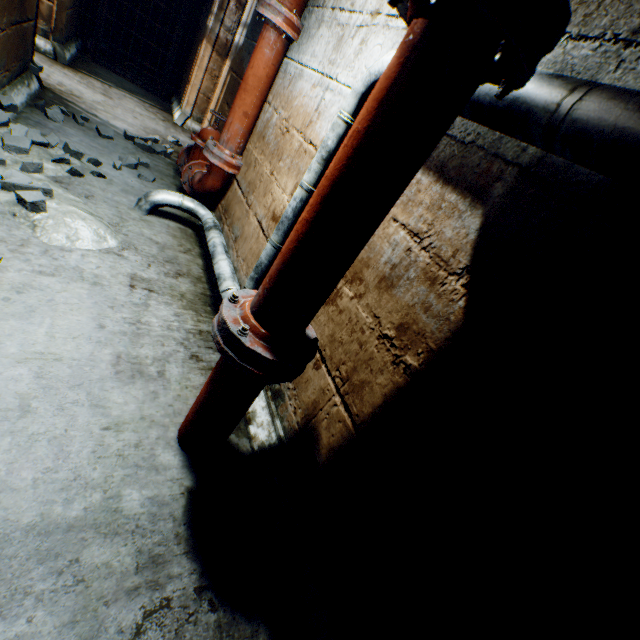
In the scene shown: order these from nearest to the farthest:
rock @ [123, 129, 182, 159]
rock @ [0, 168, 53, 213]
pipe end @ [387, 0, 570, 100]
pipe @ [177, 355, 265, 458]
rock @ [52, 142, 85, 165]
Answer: pipe end @ [387, 0, 570, 100]
pipe @ [177, 355, 265, 458]
rock @ [0, 168, 53, 213]
rock @ [52, 142, 85, 165]
rock @ [123, 129, 182, 159]

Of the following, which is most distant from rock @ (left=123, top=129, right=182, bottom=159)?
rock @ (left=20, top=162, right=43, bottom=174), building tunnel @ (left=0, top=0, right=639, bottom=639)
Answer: rock @ (left=20, top=162, right=43, bottom=174)

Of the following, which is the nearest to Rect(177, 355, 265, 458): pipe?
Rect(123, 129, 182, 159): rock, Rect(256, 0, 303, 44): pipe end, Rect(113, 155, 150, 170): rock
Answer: Rect(256, 0, 303, 44): pipe end

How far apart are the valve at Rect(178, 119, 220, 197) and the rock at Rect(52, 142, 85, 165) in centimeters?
70cm

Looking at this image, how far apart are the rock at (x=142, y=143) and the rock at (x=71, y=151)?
1.1m

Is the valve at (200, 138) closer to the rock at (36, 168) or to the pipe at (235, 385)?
the pipe at (235, 385)

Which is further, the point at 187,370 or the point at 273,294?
the point at 187,370

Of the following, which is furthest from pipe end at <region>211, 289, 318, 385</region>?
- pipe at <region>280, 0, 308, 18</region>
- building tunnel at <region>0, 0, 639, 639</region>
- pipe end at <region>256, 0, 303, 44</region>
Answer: pipe end at <region>256, 0, 303, 44</region>
